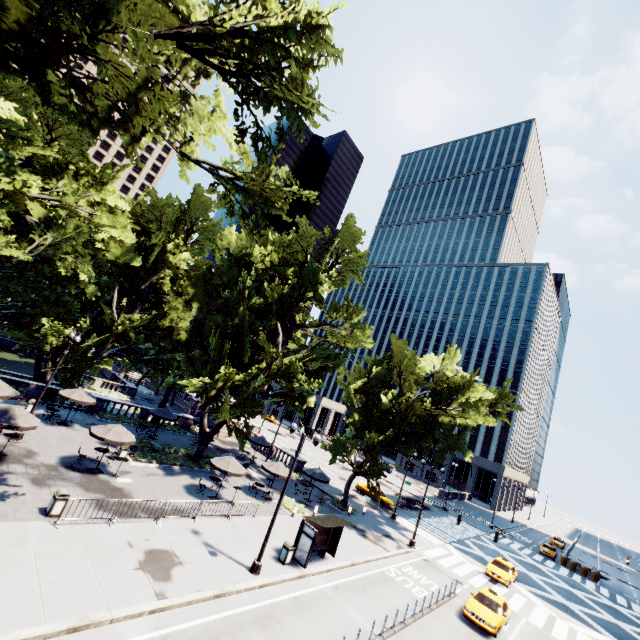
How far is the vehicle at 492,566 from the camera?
27.02m

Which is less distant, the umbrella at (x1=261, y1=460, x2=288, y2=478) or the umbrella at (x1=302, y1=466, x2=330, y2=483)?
the umbrella at (x1=261, y1=460, x2=288, y2=478)

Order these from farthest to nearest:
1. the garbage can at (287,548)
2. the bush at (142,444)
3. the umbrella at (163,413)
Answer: the umbrella at (163,413) < the bush at (142,444) < the garbage can at (287,548)

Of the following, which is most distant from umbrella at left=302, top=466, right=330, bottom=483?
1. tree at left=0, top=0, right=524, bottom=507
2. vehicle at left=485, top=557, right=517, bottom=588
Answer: vehicle at left=485, top=557, right=517, bottom=588

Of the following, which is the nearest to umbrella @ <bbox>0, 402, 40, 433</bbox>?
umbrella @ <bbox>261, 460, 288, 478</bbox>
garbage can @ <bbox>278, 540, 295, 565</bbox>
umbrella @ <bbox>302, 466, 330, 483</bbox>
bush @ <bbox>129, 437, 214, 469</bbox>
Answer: bush @ <bbox>129, 437, 214, 469</bbox>

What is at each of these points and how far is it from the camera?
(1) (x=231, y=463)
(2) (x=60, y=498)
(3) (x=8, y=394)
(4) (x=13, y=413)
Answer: (1) umbrella, 22.7 meters
(2) garbage can, 14.5 meters
(3) umbrella, 20.2 meters
(4) umbrella, 16.8 meters

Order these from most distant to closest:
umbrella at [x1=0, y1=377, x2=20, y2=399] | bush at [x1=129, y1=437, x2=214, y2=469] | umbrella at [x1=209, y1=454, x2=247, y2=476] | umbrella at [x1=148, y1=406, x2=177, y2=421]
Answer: umbrella at [x1=148, y1=406, x2=177, y2=421] → bush at [x1=129, y1=437, x2=214, y2=469] → umbrella at [x1=209, y1=454, x2=247, y2=476] → umbrella at [x1=0, y1=377, x2=20, y2=399]

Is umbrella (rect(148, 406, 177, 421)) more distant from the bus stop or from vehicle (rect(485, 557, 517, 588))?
vehicle (rect(485, 557, 517, 588))
